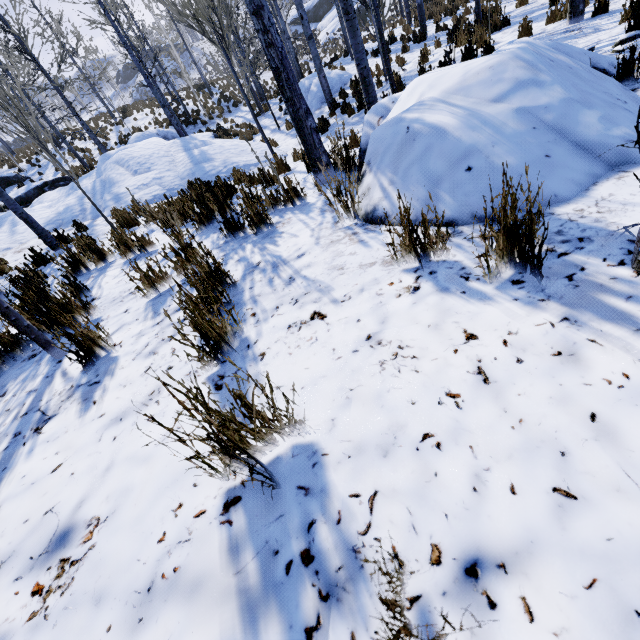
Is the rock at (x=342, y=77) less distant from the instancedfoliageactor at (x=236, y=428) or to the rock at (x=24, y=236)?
the instancedfoliageactor at (x=236, y=428)

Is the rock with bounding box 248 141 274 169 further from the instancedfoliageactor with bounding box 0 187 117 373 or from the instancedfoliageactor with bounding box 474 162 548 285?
the instancedfoliageactor with bounding box 0 187 117 373

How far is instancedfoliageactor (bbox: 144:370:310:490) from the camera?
0.92m

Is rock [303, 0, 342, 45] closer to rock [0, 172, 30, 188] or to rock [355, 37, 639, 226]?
rock [0, 172, 30, 188]

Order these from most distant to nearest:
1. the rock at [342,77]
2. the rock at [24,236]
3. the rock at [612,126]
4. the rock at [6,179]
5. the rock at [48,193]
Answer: the rock at [6,179] → the rock at [342,77] → the rock at [48,193] → the rock at [24,236] → the rock at [612,126]

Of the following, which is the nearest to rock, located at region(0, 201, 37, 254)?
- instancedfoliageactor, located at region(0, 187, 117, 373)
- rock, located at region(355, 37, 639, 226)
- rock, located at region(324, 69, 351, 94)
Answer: rock, located at region(324, 69, 351, 94)

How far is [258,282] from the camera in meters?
2.4

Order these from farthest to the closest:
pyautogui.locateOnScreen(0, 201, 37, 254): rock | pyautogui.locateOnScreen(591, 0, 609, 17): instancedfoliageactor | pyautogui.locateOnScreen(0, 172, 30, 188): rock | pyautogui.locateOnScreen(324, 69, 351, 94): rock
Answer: pyautogui.locateOnScreen(0, 172, 30, 188): rock, pyautogui.locateOnScreen(324, 69, 351, 94): rock, pyautogui.locateOnScreen(0, 201, 37, 254): rock, pyautogui.locateOnScreen(591, 0, 609, 17): instancedfoliageactor
